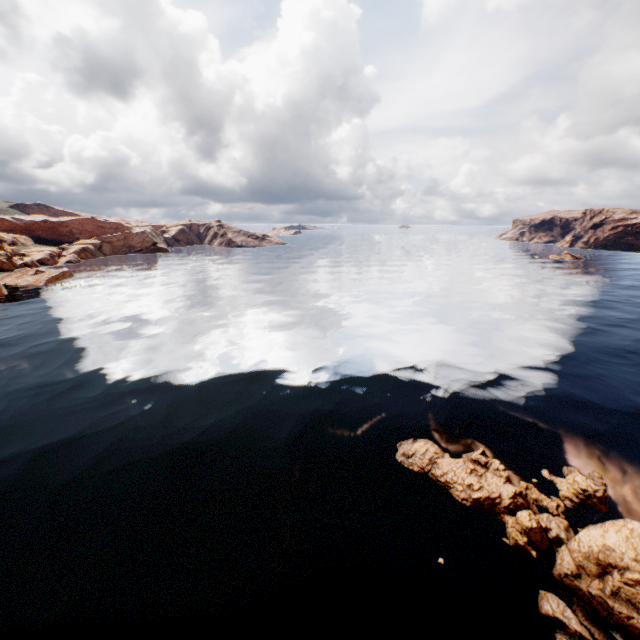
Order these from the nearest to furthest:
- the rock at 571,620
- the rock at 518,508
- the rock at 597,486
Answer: the rock at 571,620 < the rock at 518,508 < the rock at 597,486

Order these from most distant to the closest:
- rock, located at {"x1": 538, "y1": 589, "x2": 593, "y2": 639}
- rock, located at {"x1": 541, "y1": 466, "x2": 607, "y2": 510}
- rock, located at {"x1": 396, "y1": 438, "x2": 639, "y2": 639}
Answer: rock, located at {"x1": 541, "y1": 466, "x2": 607, "y2": 510} → rock, located at {"x1": 396, "y1": 438, "x2": 639, "y2": 639} → rock, located at {"x1": 538, "y1": 589, "x2": 593, "y2": 639}

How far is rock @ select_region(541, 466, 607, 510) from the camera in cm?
1410

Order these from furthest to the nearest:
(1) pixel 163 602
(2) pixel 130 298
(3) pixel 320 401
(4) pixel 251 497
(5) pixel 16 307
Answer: (2) pixel 130 298 < (5) pixel 16 307 < (3) pixel 320 401 < (4) pixel 251 497 < (1) pixel 163 602

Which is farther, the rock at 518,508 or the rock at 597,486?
the rock at 597,486

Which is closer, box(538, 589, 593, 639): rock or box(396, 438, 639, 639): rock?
box(538, 589, 593, 639): rock
